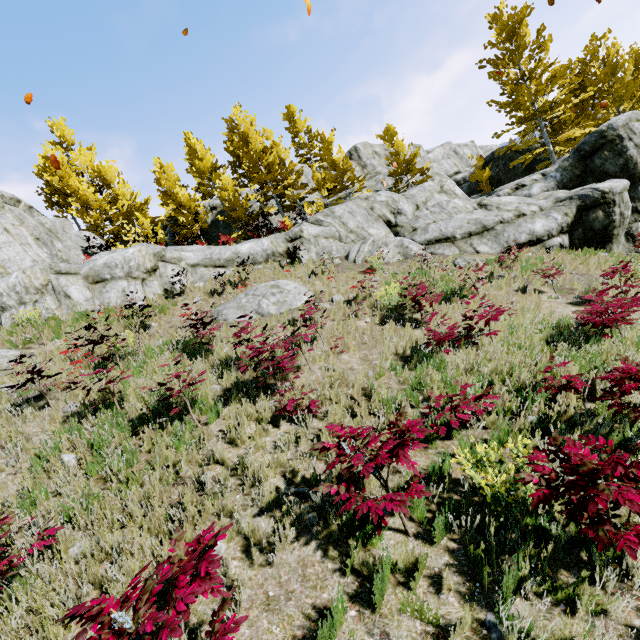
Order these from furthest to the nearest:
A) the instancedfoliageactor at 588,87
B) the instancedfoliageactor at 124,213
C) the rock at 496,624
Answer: the instancedfoliageactor at 124,213 < the instancedfoliageactor at 588,87 < the rock at 496,624

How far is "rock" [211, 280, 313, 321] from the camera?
10.5 meters

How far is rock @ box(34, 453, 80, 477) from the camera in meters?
4.3 m

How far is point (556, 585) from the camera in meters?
2.7

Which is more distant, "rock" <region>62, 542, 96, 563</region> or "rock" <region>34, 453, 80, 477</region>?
"rock" <region>34, 453, 80, 477</region>

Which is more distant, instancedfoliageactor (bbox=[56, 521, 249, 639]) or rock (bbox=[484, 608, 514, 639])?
rock (bbox=[484, 608, 514, 639])

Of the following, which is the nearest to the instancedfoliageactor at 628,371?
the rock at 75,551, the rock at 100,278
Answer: the rock at 100,278
